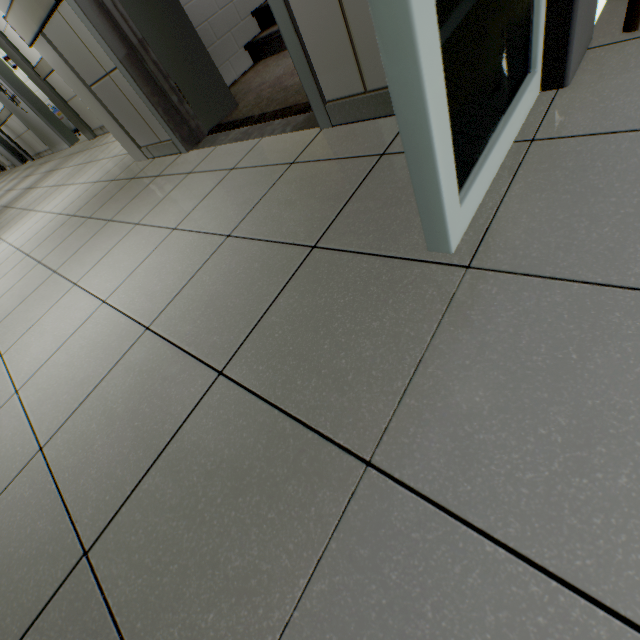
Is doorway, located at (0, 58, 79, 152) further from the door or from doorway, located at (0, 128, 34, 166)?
the door

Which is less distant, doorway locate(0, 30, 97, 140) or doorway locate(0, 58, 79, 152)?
doorway locate(0, 30, 97, 140)

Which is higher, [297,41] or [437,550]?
[297,41]

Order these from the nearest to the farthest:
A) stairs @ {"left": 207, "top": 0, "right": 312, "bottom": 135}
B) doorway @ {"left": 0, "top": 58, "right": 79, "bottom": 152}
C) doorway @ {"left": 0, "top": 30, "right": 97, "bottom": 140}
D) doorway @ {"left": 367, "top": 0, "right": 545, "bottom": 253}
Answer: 1. doorway @ {"left": 367, "top": 0, "right": 545, "bottom": 253}
2. stairs @ {"left": 207, "top": 0, "right": 312, "bottom": 135}
3. doorway @ {"left": 0, "top": 30, "right": 97, "bottom": 140}
4. doorway @ {"left": 0, "top": 58, "right": 79, "bottom": 152}

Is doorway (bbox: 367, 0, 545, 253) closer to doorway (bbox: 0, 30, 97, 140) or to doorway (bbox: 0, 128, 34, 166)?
doorway (bbox: 0, 30, 97, 140)

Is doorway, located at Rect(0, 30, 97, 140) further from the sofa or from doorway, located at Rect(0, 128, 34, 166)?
the sofa

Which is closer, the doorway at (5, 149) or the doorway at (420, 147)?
the doorway at (420, 147)

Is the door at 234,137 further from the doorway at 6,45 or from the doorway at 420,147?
the doorway at 6,45
